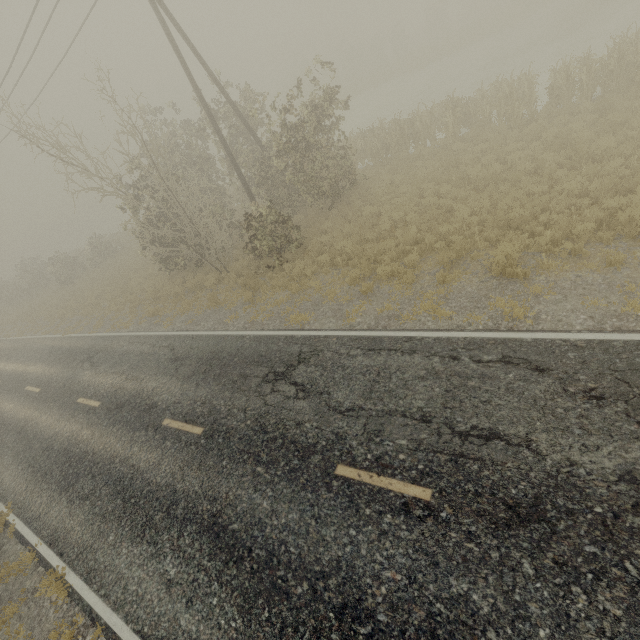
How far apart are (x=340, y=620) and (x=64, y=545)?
7.26m
